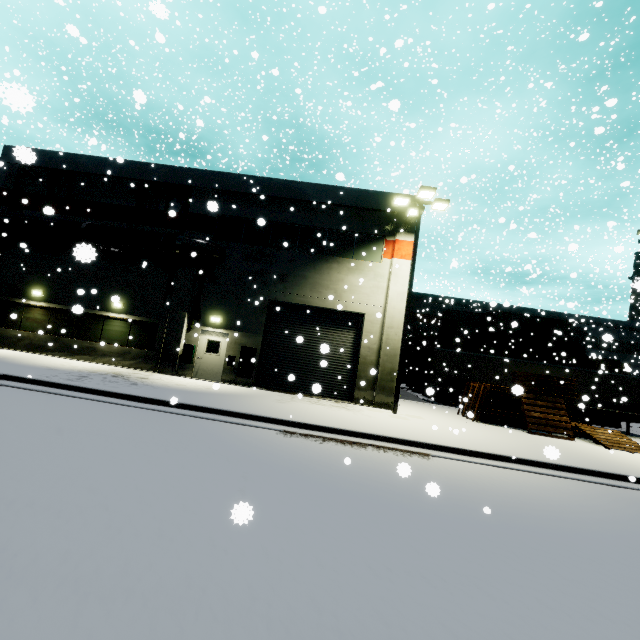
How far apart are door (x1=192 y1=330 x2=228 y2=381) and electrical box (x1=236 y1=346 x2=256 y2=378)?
0.8 meters

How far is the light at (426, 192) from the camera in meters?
14.0 m

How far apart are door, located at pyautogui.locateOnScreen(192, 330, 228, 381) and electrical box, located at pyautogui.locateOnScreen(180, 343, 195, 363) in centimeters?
6cm

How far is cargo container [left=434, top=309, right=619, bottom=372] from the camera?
26.5 meters

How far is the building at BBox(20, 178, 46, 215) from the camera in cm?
1758

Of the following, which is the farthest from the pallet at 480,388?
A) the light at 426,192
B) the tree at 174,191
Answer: the tree at 174,191

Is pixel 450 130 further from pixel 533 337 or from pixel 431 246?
pixel 533 337

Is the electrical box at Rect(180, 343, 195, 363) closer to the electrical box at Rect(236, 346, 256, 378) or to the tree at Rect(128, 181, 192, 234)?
the electrical box at Rect(236, 346, 256, 378)
